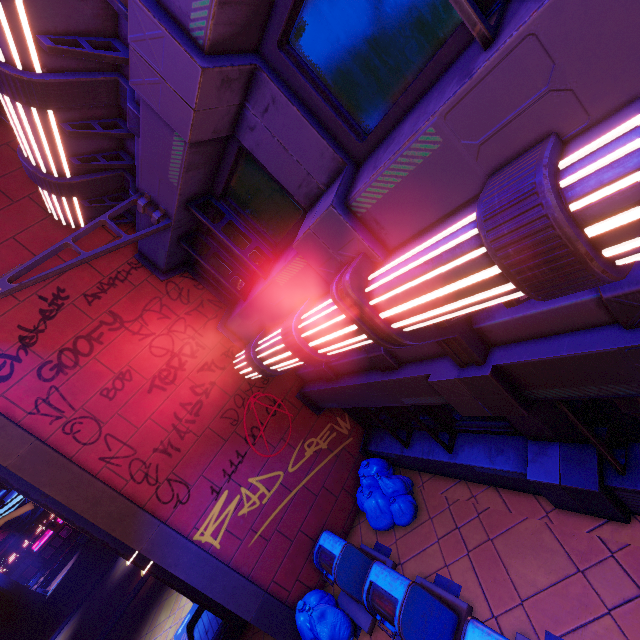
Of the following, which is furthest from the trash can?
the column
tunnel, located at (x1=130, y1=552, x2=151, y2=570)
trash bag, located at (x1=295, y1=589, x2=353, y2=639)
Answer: tunnel, located at (x1=130, y1=552, x2=151, y2=570)

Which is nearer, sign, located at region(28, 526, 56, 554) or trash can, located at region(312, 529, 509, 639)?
trash can, located at region(312, 529, 509, 639)

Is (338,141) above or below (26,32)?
below

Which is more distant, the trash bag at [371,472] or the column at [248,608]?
the trash bag at [371,472]

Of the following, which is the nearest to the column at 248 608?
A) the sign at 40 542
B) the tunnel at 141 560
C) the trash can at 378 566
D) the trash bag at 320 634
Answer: the trash bag at 320 634

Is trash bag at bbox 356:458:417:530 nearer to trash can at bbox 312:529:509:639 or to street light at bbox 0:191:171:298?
trash can at bbox 312:529:509:639

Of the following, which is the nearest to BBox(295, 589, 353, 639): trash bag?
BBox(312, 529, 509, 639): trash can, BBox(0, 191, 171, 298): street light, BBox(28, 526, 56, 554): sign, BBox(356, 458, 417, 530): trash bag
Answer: BBox(312, 529, 509, 639): trash can

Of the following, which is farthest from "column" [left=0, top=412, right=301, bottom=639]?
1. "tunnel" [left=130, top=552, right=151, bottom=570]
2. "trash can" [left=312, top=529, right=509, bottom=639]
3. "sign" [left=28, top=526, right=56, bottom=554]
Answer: "sign" [left=28, top=526, right=56, bottom=554]
